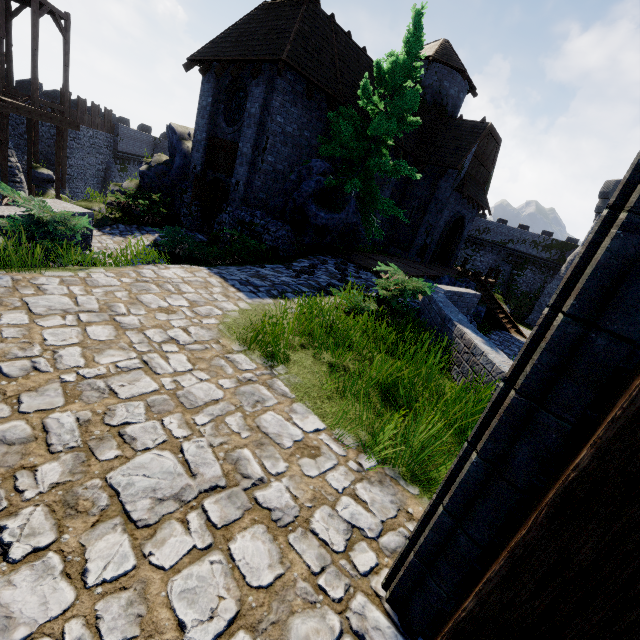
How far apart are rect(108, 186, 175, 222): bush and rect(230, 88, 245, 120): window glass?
4.9 meters

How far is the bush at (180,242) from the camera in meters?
10.4

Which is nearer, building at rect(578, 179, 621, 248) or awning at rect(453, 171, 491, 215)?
awning at rect(453, 171, 491, 215)

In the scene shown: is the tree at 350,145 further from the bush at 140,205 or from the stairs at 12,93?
the stairs at 12,93

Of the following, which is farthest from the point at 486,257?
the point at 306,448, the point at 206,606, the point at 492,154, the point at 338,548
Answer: the point at 206,606

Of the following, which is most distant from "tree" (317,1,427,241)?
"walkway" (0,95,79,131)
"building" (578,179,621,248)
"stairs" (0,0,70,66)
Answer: "building" (578,179,621,248)

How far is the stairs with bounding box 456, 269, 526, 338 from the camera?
19.94m

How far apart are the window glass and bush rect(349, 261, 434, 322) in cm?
1135
